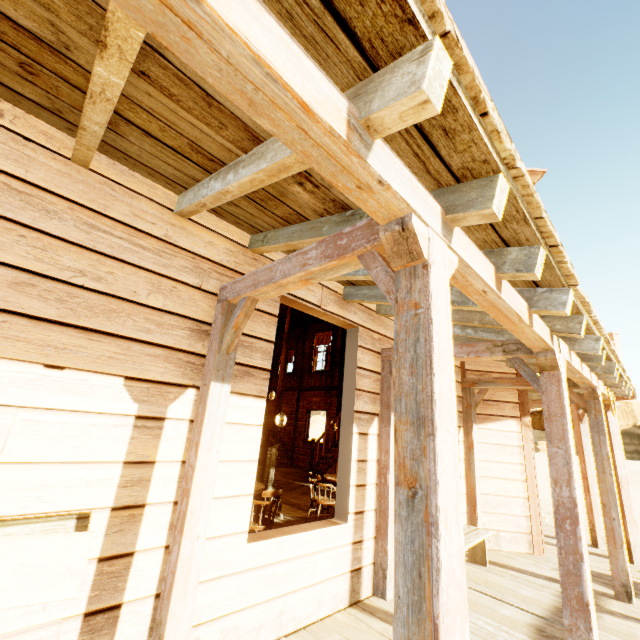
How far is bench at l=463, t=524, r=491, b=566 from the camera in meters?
4.3

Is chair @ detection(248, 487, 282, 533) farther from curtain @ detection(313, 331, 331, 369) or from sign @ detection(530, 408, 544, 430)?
curtain @ detection(313, 331, 331, 369)

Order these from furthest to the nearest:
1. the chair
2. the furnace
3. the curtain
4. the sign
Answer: the curtain, the sign, the furnace, the chair

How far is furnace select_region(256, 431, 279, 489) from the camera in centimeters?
606cm

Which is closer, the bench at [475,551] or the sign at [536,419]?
the bench at [475,551]

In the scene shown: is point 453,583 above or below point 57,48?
below

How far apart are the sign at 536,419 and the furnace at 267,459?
6.55m

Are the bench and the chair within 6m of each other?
yes
